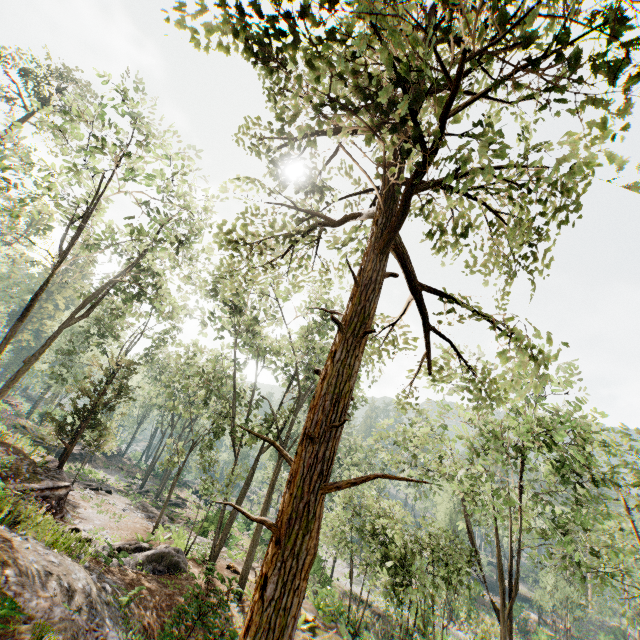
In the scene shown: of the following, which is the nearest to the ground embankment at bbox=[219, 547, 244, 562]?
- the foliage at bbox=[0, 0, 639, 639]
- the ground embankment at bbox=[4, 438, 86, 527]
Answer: the foliage at bbox=[0, 0, 639, 639]

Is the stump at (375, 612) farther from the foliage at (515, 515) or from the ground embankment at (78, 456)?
the ground embankment at (78, 456)

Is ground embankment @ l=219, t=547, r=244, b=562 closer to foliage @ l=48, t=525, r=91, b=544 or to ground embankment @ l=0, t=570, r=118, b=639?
foliage @ l=48, t=525, r=91, b=544

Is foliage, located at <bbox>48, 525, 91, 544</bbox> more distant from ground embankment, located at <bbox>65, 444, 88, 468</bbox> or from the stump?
the stump

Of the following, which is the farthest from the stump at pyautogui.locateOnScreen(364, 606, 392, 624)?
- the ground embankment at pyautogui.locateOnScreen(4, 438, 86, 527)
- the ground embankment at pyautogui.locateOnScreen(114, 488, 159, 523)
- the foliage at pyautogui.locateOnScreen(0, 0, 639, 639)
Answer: the ground embankment at pyautogui.locateOnScreen(4, 438, 86, 527)

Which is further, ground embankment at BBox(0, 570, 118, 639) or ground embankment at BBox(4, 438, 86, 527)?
ground embankment at BBox(4, 438, 86, 527)

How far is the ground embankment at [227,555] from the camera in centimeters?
2097cm

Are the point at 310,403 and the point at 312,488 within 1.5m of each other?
yes
